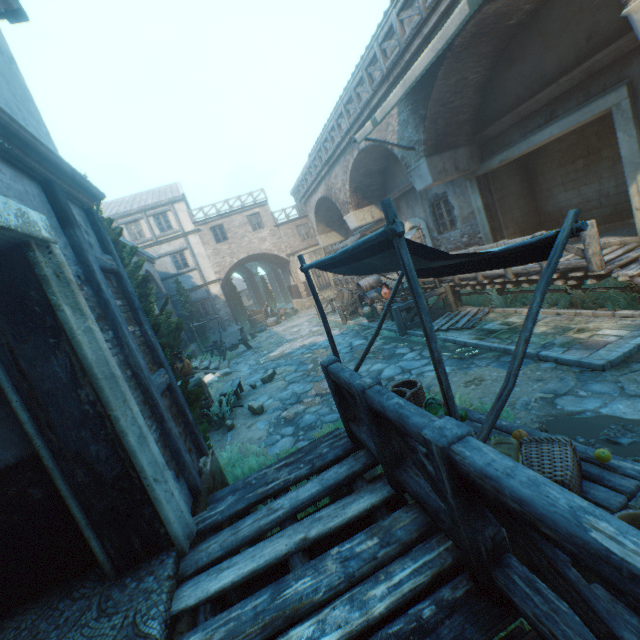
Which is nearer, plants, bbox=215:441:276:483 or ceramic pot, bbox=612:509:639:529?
ceramic pot, bbox=612:509:639:529

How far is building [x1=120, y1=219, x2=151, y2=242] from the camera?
23.3 meters

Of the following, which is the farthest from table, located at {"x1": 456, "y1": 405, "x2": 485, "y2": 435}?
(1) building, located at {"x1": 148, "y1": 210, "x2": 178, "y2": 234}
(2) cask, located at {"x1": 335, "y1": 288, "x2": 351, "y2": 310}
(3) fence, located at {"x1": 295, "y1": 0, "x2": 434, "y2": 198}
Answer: (2) cask, located at {"x1": 335, "y1": 288, "x2": 351, "y2": 310}

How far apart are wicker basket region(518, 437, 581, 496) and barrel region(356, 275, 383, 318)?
11.0m

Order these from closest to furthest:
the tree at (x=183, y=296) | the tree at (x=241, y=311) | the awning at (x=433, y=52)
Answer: the awning at (x=433, y=52)
the tree at (x=183, y=296)
the tree at (x=241, y=311)

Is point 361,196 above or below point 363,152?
below

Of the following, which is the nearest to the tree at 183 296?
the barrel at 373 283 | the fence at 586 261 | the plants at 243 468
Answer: the plants at 243 468

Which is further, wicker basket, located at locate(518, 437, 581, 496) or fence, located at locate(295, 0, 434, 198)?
fence, located at locate(295, 0, 434, 198)
